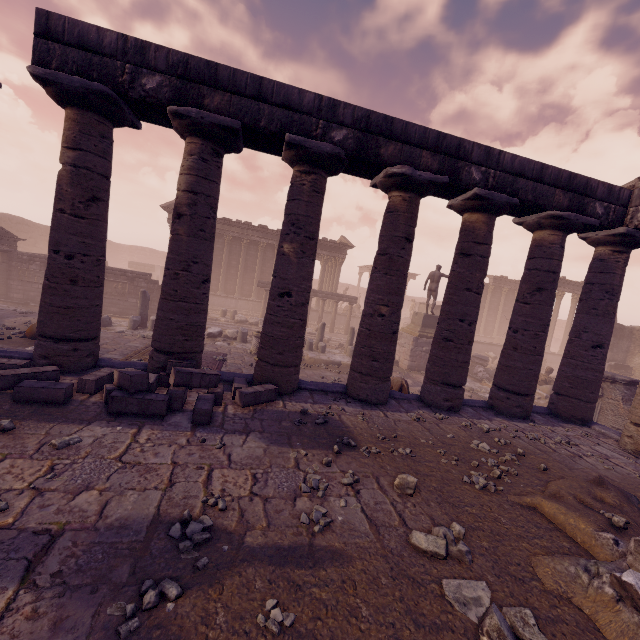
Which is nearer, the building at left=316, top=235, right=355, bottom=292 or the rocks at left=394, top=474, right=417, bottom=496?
the rocks at left=394, top=474, right=417, bottom=496

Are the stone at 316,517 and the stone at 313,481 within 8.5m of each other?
yes

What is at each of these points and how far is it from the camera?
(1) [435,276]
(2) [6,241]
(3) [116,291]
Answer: (1) sculpture, 17.9m
(2) entablature, 17.0m
(3) relief sculpture, 18.4m

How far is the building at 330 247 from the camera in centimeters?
2852cm

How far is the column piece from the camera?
19.1m

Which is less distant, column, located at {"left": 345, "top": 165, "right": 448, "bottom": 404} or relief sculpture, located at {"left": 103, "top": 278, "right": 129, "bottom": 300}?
column, located at {"left": 345, "top": 165, "right": 448, "bottom": 404}

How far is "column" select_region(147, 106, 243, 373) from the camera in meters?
6.4 m

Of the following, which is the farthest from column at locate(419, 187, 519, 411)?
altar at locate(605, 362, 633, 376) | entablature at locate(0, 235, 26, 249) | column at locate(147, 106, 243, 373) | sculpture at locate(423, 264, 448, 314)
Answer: entablature at locate(0, 235, 26, 249)
